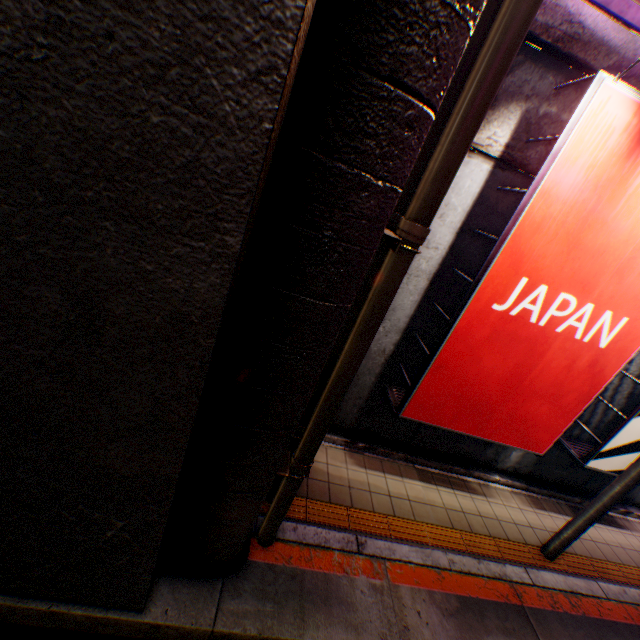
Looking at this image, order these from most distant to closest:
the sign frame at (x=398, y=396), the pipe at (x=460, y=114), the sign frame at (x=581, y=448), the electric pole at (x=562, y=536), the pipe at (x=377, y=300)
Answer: the sign frame at (x=581, y=448)
the electric pole at (x=562, y=536)
the sign frame at (x=398, y=396)
the pipe at (x=377, y=300)
the pipe at (x=460, y=114)

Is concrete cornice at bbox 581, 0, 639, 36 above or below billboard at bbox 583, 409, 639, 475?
above

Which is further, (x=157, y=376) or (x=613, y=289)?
(x=613, y=289)

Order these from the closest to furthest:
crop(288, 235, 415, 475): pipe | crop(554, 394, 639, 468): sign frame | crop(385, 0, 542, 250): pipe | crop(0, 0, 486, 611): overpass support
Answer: crop(0, 0, 486, 611): overpass support
crop(385, 0, 542, 250): pipe
crop(288, 235, 415, 475): pipe
crop(554, 394, 639, 468): sign frame

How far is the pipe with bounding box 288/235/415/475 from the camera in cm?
245

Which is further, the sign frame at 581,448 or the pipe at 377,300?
the sign frame at 581,448

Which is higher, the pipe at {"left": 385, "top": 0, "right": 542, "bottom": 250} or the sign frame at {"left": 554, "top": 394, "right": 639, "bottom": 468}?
the pipe at {"left": 385, "top": 0, "right": 542, "bottom": 250}
